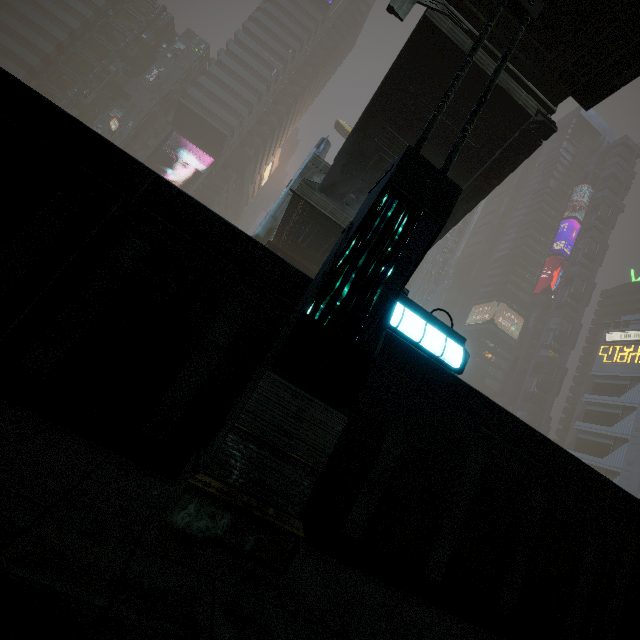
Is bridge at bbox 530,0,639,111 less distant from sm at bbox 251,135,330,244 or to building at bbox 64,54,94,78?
sm at bbox 251,135,330,244

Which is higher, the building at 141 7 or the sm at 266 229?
the building at 141 7

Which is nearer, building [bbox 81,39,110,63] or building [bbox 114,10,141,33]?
building [bbox 81,39,110,63]

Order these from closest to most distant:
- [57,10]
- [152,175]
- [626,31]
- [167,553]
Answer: [167,553] < [152,175] < [626,31] < [57,10]

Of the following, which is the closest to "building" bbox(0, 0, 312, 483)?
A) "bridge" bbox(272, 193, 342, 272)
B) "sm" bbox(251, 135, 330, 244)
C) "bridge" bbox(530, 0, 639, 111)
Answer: "sm" bbox(251, 135, 330, 244)

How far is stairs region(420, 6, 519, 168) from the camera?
8.6m

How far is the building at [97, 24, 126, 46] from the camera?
54.3m

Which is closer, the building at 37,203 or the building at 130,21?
the building at 37,203
